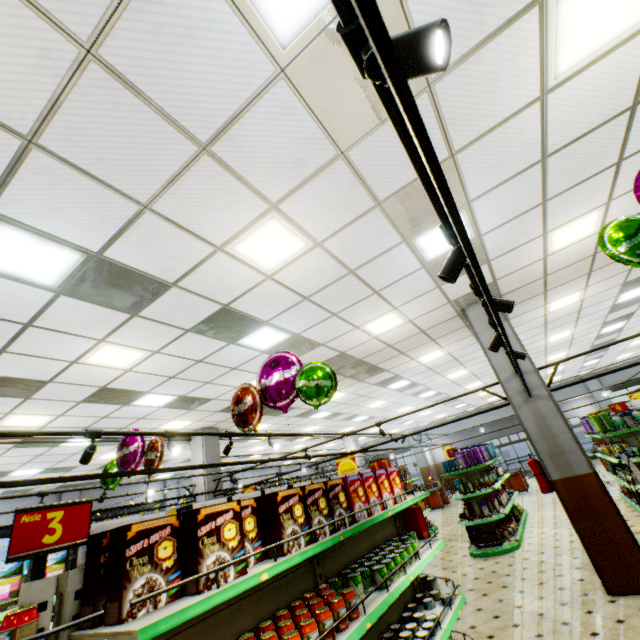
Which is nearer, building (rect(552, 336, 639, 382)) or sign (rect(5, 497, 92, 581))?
sign (rect(5, 497, 92, 581))

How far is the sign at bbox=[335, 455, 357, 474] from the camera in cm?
767

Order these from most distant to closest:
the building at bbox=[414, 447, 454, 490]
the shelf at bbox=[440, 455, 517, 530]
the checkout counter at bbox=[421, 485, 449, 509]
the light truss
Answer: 1. the building at bbox=[414, 447, 454, 490]
2. the checkout counter at bbox=[421, 485, 449, 509]
3. the shelf at bbox=[440, 455, 517, 530]
4. the light truss

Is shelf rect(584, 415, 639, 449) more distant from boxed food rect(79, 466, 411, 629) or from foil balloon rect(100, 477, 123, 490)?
foil balloon rect(100, 477, 123, 490)

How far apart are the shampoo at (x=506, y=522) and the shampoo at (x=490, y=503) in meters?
0.4 m

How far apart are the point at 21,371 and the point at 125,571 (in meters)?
5.28

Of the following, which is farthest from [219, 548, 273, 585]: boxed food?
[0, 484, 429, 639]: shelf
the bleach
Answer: the bleach

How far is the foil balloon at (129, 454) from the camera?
4.96m
